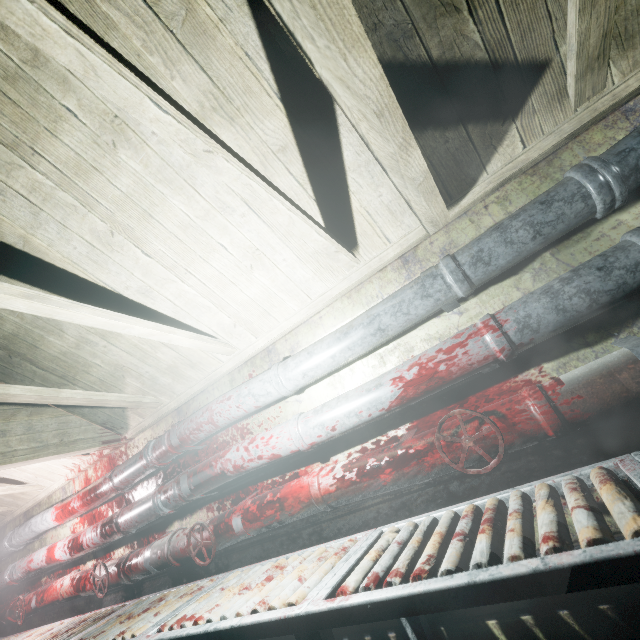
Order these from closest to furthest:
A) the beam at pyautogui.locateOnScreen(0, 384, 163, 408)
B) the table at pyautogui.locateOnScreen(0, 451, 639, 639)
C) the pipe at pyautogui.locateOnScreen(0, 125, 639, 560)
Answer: the table at pyautogui.locateOnScreen(0, 451, 639, 639) → the pipe at pyautogui.locateOnScreen(0, 125, 639, 560) → the beam at pyautogui.locateOnScreen(0, 384, 163, 408)

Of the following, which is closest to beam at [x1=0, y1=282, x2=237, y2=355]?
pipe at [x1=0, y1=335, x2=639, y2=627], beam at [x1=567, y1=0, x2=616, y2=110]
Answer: beam at [x1=567, y1=0, x2=616, y2=110]

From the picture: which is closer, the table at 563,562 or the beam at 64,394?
the table at 563,562

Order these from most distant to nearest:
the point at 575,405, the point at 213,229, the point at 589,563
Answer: the point at 213,229
the point at 575,405
the point at 589,563

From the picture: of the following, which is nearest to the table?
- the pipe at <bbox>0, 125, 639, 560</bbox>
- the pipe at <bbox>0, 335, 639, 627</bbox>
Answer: the pipe at <bbox>0, 335, 639, 627</bbox>

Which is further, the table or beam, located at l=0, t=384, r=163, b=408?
beam, located at l=0, t=384, r=163, b=408

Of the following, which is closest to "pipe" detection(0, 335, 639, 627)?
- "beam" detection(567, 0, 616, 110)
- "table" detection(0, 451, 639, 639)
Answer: "table" detection(0, 451, 639, 639)

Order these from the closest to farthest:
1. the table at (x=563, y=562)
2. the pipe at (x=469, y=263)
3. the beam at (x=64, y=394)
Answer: the table at (x=563, y=562) → the pipe at (x=469, y=263) → the beam at (x=64, y=394)
